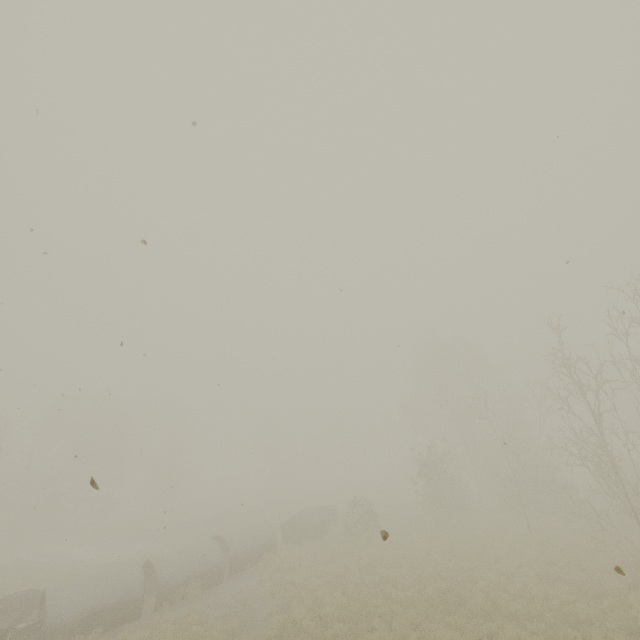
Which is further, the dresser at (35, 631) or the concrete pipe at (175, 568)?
the concrete pipe at (175, 568)

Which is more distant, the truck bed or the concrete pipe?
the truck bed

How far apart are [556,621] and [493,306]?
13.75m

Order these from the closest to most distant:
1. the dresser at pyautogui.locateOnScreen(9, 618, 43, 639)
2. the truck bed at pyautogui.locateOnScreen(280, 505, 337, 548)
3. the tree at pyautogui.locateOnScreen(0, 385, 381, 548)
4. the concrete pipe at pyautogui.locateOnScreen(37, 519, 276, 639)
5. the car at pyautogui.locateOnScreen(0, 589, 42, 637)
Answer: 1. the dresser at pyautogui.locateOnScreen(9, 618, 43, 639)
2. the concrete pipe at pyautogui.locateOnScreen(37, 519, 276, 639)
3. the car at pyautogui.locateOnScreen(0, 589, 42, 637)
4. the truck bed at pyautogui.locateOnScreen(280, 505, 337, 548)
5. the tree at pyautogui.locateOnScreen(0, 385, 381, 548)

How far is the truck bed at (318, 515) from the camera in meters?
21.3 m

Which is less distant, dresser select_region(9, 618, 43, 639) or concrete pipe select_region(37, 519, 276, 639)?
dresser select_region(9, 618, 43, 639)

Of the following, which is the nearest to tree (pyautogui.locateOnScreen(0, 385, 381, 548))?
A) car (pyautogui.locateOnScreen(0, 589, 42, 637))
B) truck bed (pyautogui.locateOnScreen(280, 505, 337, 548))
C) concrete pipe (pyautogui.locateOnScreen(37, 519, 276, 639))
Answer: truck bed (pyautogui.locateOnScreen(280, 505, 337, 548))

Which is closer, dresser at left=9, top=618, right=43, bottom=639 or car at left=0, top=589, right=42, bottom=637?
dresser at left=9, top=618, right=43, bottom=639
